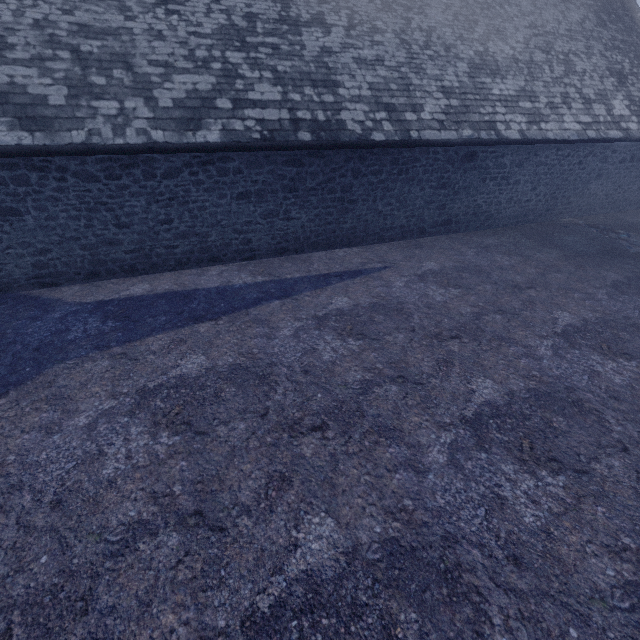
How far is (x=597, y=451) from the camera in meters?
4.1 m
